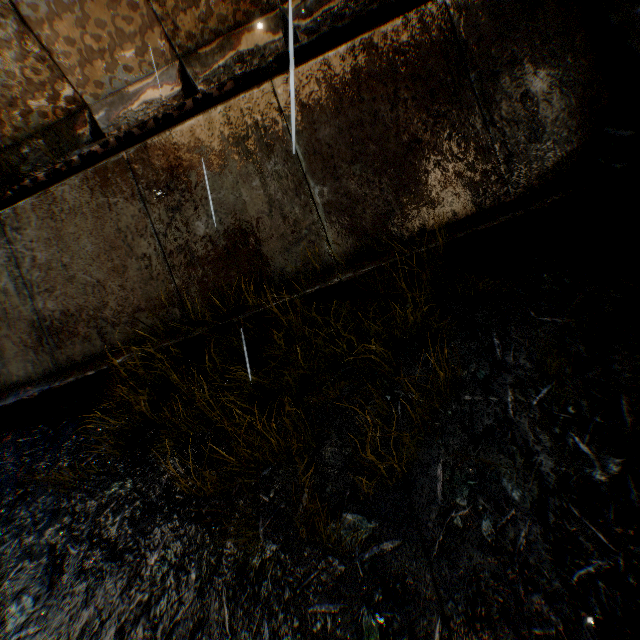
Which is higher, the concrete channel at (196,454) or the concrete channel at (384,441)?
the concrete channel at (196,454)

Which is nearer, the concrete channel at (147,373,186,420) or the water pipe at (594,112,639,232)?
the water pipe at (594,112,639,232)

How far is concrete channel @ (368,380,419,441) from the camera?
2.8m

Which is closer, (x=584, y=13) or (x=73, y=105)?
(x=584, y=13)

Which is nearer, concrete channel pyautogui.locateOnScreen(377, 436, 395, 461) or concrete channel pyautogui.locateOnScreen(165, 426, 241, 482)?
concrete channel pyautogui.locateOnScreen(377, 436, 395, 461)

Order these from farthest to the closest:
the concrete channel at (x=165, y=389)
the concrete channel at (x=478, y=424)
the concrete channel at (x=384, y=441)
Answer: the concrete channel at (x=165, y=389)
the concrete channel at (x=384, y=441)
the concrete channel at (x=478, y=424)
